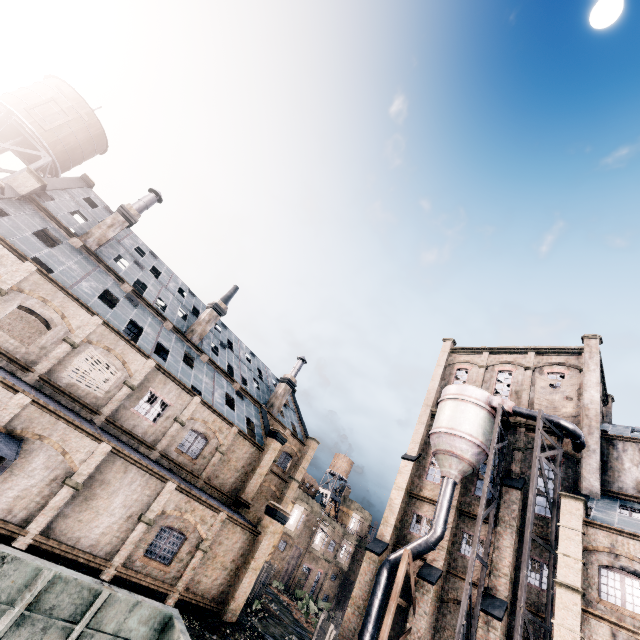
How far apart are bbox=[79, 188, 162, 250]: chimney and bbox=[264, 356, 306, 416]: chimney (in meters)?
21.98

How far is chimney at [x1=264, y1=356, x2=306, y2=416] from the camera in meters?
36.6

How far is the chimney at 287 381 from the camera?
36.6m

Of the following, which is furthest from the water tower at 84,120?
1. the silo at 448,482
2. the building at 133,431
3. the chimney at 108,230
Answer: the silo at 448,482

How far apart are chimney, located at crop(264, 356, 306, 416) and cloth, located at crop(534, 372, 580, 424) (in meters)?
24.16

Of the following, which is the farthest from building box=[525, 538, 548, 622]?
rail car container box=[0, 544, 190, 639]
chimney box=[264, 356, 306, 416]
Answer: rail car container box=[0, 544, 190, 639]

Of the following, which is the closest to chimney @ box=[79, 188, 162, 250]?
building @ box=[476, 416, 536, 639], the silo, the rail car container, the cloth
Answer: the rail car container

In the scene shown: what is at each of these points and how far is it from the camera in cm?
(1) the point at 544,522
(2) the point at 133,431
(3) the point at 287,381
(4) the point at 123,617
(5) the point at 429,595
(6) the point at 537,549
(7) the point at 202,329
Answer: (1) building, 2419
(2) building, 2214
(3) chimney, 3791
(4) rail car container, 681
(5) building, 2352
(6) building, 2345
(7) chimney, 3102
